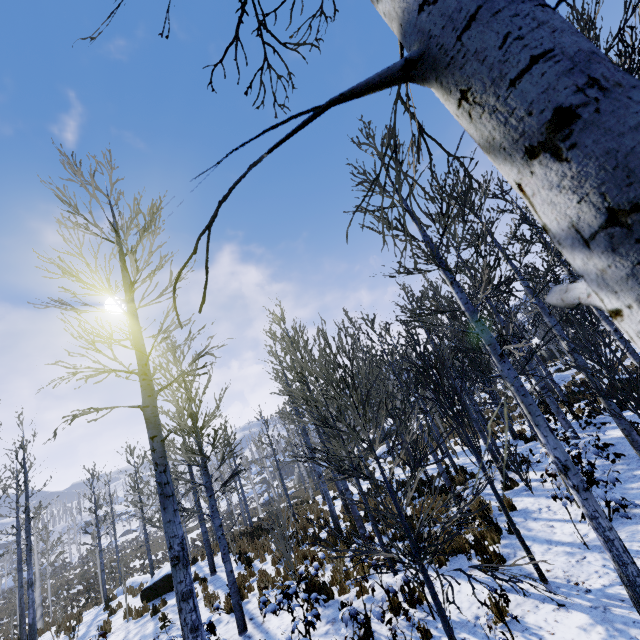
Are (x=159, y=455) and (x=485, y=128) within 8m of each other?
yes
